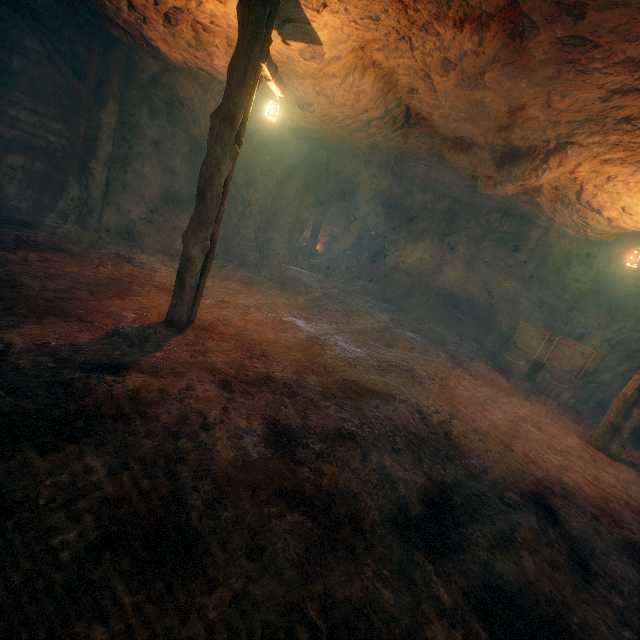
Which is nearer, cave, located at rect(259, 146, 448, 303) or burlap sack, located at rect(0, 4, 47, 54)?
burlap sack, located at rect(0, 4, 47, 54)

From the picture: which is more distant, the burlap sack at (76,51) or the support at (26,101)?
the burlap sack at (76,51)

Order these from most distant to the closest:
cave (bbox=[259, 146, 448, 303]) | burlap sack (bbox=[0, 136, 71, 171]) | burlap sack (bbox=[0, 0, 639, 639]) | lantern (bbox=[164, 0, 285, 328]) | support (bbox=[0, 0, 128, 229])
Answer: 1. cave (bbox=[259, 146, 448, 303])
2. burlap sack (bbox=[0, 136, 71, 171])
3. support (bbox=[0, 0, 128, 229])
4. lantern (bbox=[164, 0, 285, 328])
5. burlap sack (bbox=[0, 0, 639, 639])

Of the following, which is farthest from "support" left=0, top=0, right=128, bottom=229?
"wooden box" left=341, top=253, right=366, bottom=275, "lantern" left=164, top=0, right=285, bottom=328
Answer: "wooden box" left=341, top=253, right=366, bottom=275

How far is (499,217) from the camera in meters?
12.2 m

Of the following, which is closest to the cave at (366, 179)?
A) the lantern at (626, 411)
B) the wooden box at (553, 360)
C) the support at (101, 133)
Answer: the wooden box at (553, 360)

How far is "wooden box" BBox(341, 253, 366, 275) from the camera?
22.6 meters

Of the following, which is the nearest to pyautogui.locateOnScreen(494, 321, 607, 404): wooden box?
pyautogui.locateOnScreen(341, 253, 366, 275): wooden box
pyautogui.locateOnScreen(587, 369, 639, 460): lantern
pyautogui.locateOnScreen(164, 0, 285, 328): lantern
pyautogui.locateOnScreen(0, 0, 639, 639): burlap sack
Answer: pyautogui.locateOnScreen(0, 0, 639, 639): burlap sack
